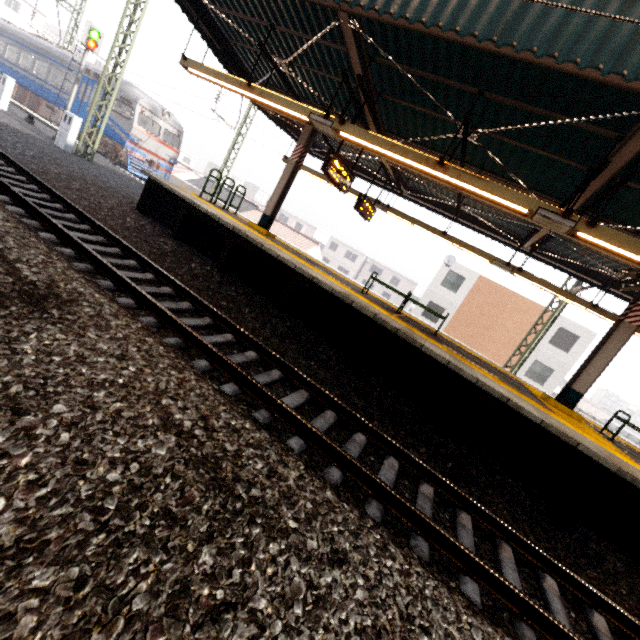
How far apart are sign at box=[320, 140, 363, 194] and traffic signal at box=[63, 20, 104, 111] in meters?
18.6

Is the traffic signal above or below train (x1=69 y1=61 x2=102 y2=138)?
above

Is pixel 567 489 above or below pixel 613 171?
below

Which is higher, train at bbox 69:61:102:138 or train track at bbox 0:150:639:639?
train at bbox 69:61:102:138

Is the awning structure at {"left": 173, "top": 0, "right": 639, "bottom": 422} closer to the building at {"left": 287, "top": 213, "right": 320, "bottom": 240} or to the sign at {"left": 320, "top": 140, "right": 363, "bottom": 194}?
the sign at {"left": 320, "top": 140, "right": 363, "bottom": 194}

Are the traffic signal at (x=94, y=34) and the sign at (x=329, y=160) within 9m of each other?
no

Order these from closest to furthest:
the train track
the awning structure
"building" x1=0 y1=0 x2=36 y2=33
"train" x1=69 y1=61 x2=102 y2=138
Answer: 1. the train track
2. the awning structure
3. "train" x1=69 y1=61 x2=102 y2=138
4. "building" x1=0 y1=0 x2=36 y2=33

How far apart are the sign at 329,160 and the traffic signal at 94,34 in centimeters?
1865cm
